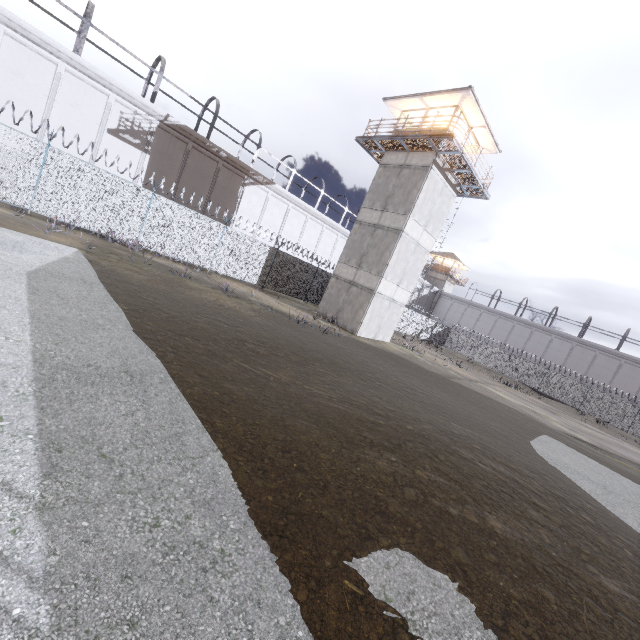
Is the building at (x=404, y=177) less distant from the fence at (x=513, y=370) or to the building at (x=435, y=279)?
the fence at (x=513, y=370)

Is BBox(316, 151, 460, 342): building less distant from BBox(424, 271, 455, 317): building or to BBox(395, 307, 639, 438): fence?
BBox(395, 307, 639, 438): fence

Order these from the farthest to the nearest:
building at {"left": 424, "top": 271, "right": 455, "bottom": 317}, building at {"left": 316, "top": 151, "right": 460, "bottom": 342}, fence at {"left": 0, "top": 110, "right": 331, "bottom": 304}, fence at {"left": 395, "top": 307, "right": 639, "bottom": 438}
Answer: building at {"left": 424, "top": 271, "right": 455, "bottom": 317} < fence at {"left": 395, "top": 307, "right": 639, "bottom": 438} < building at {"left": 316, "top": 151, "right": 460, "bottom": 342} < fence at {"left": 0, "top": 110, "right": 331, "bottom": 304}

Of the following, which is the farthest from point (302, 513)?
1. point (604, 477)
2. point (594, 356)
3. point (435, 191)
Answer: point (594, 356)

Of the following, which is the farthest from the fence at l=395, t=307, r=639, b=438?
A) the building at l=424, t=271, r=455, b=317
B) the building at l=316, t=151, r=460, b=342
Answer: the building at l=424, t=271, r=455, b=317

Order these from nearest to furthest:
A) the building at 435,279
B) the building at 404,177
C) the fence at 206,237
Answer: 1. the fence at 206,237
2. the building at 404,177
3. the building at 435,279
